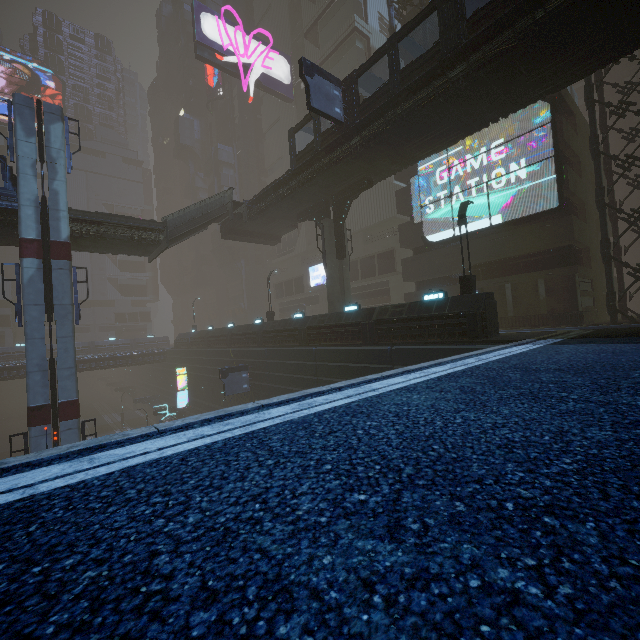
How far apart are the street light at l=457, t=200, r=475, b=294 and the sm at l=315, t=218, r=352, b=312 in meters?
9.4

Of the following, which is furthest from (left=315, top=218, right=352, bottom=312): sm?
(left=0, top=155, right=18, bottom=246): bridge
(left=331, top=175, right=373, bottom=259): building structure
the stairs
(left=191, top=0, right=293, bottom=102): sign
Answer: (left=0, top=155, right=18, bottom=246): bridge

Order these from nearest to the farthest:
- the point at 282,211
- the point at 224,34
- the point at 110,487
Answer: the point at 110,487, the point at 282,211, the point at 224,34

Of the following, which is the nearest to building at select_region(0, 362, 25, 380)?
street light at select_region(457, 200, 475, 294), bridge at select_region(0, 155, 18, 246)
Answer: street light at select_region(457, 200, 475, 294)

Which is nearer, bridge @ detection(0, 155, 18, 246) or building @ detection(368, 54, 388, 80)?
bridge @ detection(0, 155, 18, 246)

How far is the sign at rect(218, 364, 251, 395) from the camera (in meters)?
25.17

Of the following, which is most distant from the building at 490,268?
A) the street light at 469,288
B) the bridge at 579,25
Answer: the bridge at 579,25

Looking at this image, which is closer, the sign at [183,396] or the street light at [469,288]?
the street light at [469,288]
